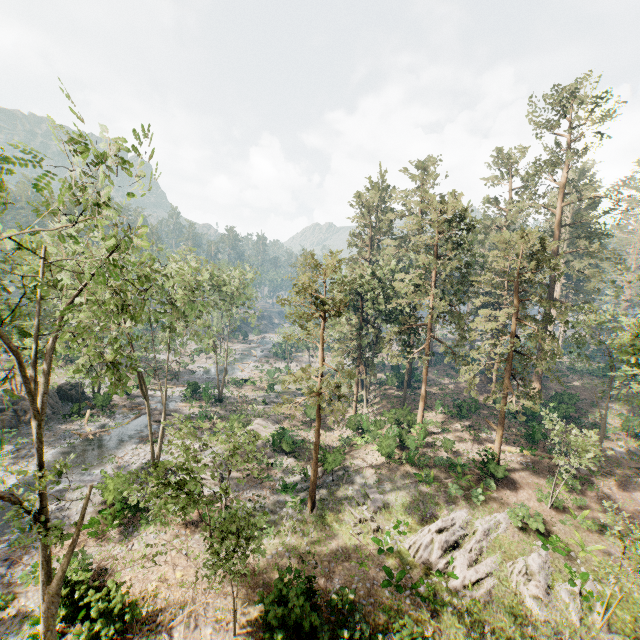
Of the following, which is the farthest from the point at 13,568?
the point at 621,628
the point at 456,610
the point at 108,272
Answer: the point at 621,628

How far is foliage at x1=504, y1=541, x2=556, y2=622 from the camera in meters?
17.1 m

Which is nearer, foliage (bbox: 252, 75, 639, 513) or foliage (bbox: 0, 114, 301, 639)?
foliage (bbox: 0, 114, 301, 639)

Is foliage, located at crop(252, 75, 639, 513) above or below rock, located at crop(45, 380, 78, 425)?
above

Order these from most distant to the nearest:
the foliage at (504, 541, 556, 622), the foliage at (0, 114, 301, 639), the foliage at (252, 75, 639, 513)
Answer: the foliage at (252, 75, 639, 513), the foliage at (504, 541, 556, 622), the foliage at (0, 114, 301, 639)

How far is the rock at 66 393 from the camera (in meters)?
33.98

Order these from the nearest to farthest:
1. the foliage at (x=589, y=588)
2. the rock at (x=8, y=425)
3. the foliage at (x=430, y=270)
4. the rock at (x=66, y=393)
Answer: the foliage at (x=589, y=588), the foliage at (x=430, y=270), the rock at (x=8, y=425), the rock at (x=66, y=393)

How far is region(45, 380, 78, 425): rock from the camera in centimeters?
3398cm
